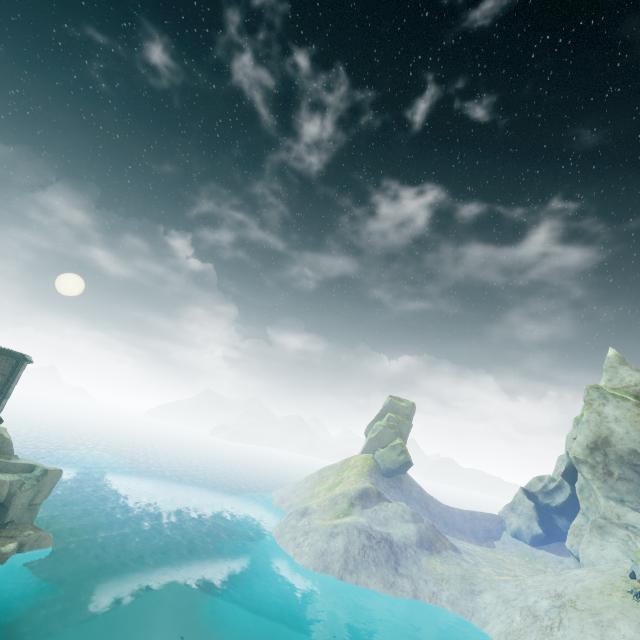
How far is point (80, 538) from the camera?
48.2m

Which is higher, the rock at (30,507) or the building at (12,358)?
the building at (12,358)

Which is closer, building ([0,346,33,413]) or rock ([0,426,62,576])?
rock ([0,426,62,576])

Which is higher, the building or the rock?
the building

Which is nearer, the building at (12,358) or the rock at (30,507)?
the rock at (30,507)
